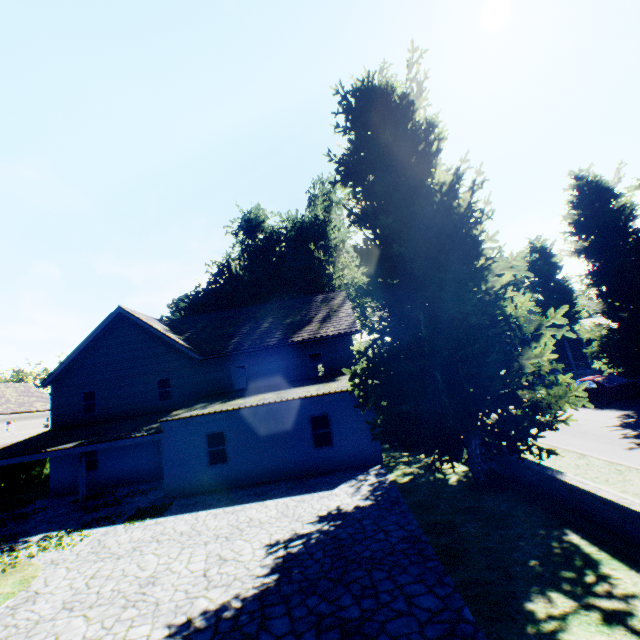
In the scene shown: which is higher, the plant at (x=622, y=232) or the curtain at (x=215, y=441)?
the plant at (x=622, y=232)

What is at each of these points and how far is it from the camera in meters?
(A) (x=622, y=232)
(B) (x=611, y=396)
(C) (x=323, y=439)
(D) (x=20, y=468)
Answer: (A) plant, 21.5
(B) car, 18.5
(C) curtain, 15.3
(D) hedge, 25.8

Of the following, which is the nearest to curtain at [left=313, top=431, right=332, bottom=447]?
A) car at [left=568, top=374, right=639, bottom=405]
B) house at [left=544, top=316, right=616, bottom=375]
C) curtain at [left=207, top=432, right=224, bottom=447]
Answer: curtain at [left=207, top=432, right=224, bottom=447]

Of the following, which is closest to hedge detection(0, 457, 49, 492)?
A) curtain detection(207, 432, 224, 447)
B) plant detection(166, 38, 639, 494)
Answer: plant detection(166, 38, 639, 494)

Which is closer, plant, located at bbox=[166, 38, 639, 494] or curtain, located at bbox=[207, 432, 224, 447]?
plant, located at bbox=[166, 38, 639, 494]

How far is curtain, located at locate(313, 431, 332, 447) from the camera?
15.2m

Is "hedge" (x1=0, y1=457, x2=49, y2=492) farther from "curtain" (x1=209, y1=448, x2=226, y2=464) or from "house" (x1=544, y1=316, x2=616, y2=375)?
"house" (x1=544, y1=316, x2=616, y2=375)

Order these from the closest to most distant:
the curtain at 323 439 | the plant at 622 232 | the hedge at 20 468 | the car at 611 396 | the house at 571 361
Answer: the plant at 622 232 < the curtain at 323 439 < the car at 611 396 < the hedge at 20 468 < the house at 571 361
